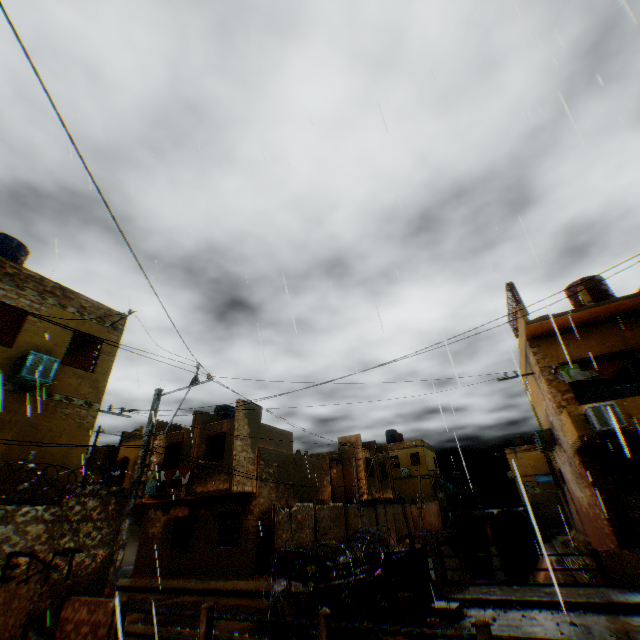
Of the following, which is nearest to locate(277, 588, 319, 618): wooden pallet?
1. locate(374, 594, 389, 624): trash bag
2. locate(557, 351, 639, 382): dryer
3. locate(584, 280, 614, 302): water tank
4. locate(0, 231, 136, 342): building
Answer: locate(374, 594, 389, 624): trash bag

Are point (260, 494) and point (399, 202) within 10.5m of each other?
no

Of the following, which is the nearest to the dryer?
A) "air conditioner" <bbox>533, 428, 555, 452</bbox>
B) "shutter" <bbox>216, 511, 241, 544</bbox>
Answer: "air conditioner" <bbox>533, 428, 555, 452</bbox>

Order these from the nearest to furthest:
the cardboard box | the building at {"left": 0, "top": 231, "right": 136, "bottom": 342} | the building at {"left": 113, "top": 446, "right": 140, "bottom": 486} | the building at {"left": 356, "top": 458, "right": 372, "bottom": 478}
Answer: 1. the cardboard box
2. the building at {"left": 0, "top": 231, "right": 136, "bottom": 342}
3. the building at {"left": 113, "top": 446, "right": 140, "bottom": 486}
4. the building at {"left": 356, "top": 458, "right": 372, "bottom": 478}

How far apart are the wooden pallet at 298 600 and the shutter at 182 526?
15.78m

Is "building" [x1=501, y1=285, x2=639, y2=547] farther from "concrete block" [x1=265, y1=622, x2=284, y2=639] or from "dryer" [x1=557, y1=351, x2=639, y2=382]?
"concrete block" [x1=265, y1=622, x2=284, y2=639]

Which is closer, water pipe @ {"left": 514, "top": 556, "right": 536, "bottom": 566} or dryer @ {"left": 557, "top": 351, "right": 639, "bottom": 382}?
dryer @ {"left": 557, "top": 351, "right": 639, "bottom": 382}

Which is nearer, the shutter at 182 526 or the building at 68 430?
the building at 68 430
